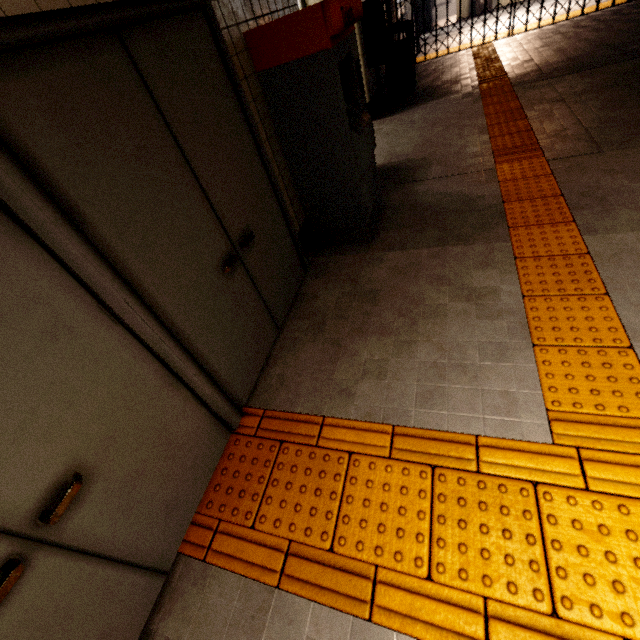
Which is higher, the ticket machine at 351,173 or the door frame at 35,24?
the door frame at 35,24

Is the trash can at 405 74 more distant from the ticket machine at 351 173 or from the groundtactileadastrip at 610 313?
the ticket machine at 351 173

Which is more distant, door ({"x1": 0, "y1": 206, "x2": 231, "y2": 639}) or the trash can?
the trash can

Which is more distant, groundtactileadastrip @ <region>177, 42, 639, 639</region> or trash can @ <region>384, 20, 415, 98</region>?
trash can @ <region>384, 20, 415, 98</region>

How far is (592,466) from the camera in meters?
1.5 m

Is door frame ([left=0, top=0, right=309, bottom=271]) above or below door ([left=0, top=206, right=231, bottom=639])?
above

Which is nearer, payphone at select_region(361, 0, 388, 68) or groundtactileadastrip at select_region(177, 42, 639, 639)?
groundtactileadastrip at select_region(177, 42, 639, 639)

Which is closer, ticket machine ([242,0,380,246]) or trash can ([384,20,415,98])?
ticket machine ([242,0,380,246])
